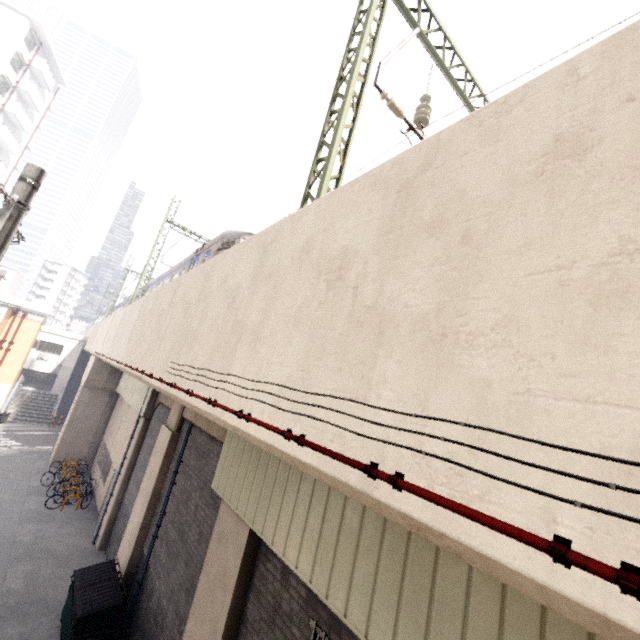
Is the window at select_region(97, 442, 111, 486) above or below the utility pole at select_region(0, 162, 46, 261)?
below

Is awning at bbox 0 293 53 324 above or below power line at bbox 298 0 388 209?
below

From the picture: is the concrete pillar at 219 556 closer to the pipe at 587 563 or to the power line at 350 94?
the pipe at 587 563

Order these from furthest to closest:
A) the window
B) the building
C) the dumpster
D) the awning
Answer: the building, the awning, the window, the dumpster

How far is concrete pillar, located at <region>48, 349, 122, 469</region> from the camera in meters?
20.3

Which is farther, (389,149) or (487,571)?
(389,149)

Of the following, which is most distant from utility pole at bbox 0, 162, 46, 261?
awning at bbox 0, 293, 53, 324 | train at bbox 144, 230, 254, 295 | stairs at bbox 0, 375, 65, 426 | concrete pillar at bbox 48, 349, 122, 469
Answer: stairs at bbox 0, 375, 65, 426

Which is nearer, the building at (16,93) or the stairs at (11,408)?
the stairs at (11,408)
